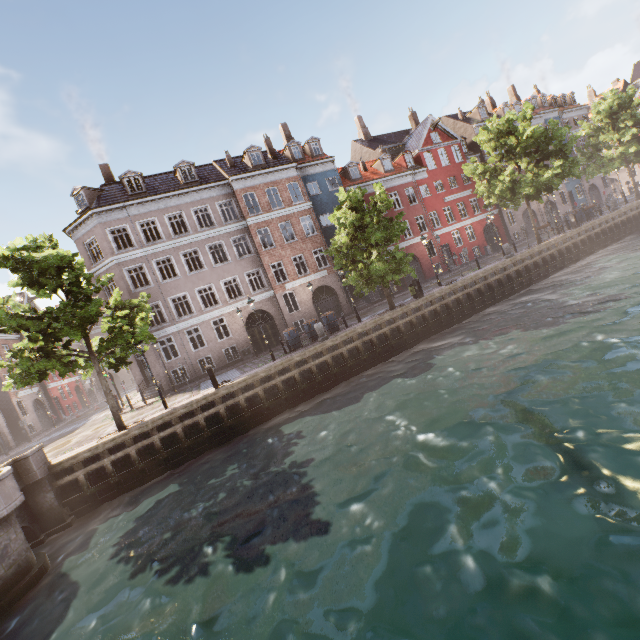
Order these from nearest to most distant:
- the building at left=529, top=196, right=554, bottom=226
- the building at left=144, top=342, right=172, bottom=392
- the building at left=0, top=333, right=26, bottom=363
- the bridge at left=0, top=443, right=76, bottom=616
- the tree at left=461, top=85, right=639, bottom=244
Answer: the bridge at left=0, top=443, right=76, bottom=616
the tree at left=461, top=85, right=639, bottom=244
the building at left=144, top=342, right=172, bottom=392
the building at left=0, top=333, right=26, bottom=363
the building at left=529, top=196, right=554, bottom=226

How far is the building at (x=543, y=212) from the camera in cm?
3812

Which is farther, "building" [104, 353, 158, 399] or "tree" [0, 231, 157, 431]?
"building" [104, 353, 158, 399]

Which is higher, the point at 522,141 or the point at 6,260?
the point at 6,260

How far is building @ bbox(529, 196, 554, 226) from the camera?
38.12m

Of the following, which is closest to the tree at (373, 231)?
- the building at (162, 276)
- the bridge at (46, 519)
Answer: the bridge at (46, 519)

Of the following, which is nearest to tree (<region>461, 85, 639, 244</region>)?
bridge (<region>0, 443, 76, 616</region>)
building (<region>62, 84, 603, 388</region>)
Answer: bridge (<region>0, 443, 76, 616</region>)
